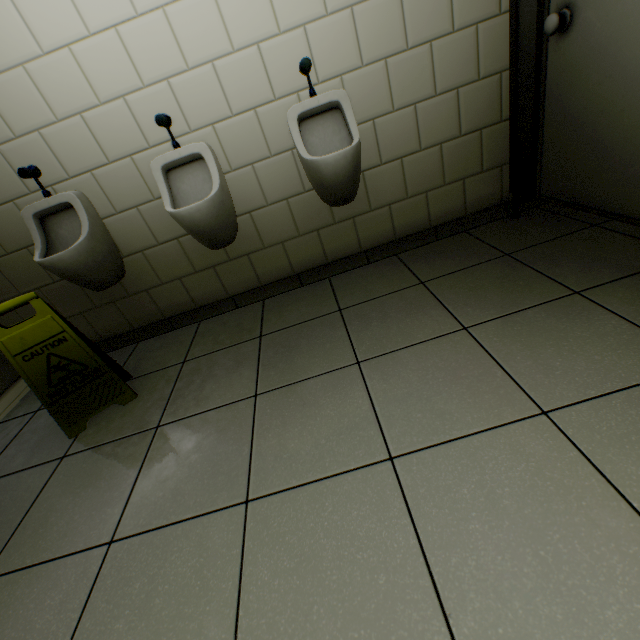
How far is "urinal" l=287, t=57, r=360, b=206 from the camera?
1.6m

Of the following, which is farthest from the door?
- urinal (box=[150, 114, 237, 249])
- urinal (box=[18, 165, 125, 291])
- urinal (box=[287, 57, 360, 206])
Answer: urinal (box=[18, 165, 125, 291])

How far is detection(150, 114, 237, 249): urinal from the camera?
1.70m

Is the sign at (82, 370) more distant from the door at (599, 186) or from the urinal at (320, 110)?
the door at (599, 186)

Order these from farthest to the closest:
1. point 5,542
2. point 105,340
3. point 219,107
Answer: point 105,340, point 219,107, point 5,542

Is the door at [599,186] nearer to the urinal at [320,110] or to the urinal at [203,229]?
the urinal at [320,110]

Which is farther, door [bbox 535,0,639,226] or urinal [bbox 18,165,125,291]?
urinal [bbox 18,165,125,291]

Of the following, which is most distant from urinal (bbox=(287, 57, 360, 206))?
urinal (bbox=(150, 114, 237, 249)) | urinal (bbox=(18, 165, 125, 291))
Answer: urinal (bbox=(18, 165, 125, 291))
